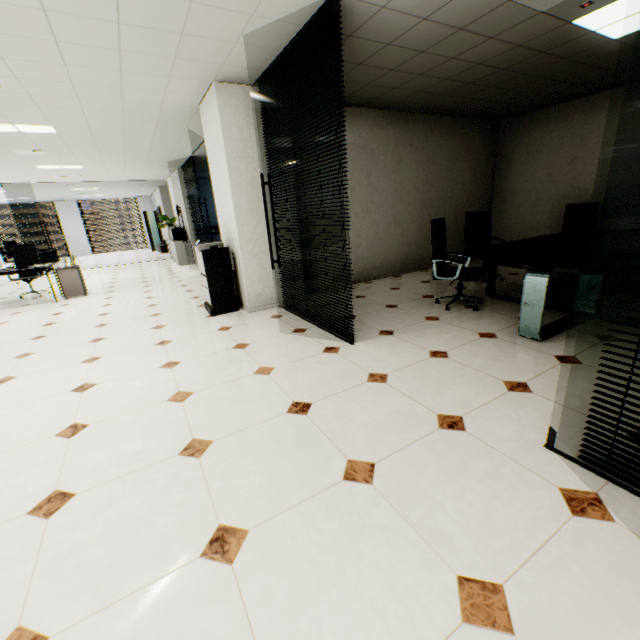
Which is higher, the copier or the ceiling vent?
the ceiling vent

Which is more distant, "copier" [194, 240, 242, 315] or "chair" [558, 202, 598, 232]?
"chair" [558, 202, 598, 232]

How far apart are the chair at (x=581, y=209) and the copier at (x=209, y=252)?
5.6m

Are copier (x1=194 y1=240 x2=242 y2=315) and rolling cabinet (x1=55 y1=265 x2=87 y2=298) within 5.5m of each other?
yes

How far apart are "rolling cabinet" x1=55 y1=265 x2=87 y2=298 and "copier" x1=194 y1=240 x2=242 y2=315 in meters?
3.7

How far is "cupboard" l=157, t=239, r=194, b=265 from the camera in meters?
10.8 m

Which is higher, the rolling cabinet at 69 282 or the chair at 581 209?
the chair at 581 209

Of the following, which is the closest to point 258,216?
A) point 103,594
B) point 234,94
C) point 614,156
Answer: point 234,94
